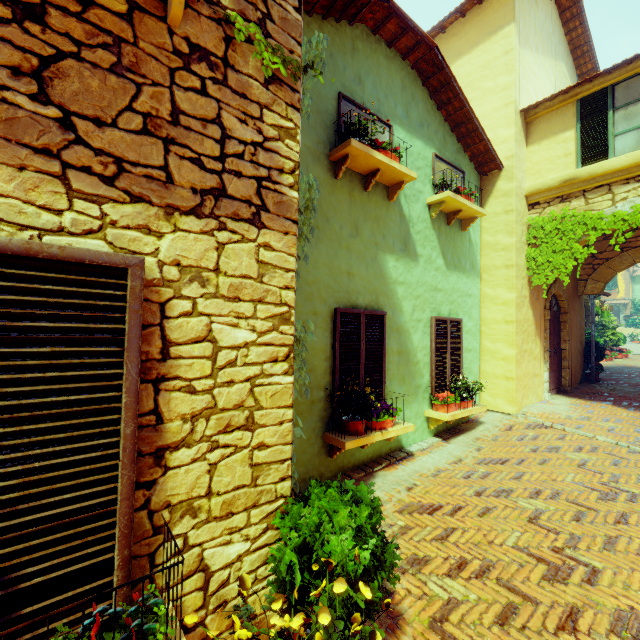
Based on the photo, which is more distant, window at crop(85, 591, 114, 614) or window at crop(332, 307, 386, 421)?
window at crop(332, 307, 386, 421)

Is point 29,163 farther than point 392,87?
No

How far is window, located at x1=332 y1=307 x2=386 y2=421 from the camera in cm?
474

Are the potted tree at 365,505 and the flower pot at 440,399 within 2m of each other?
no

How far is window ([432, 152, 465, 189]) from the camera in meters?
6.5

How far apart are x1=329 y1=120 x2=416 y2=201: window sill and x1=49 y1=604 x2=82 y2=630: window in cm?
386

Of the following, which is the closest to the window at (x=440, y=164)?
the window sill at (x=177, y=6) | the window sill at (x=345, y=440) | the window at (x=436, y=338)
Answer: the window sill at (x=177, y=6)
